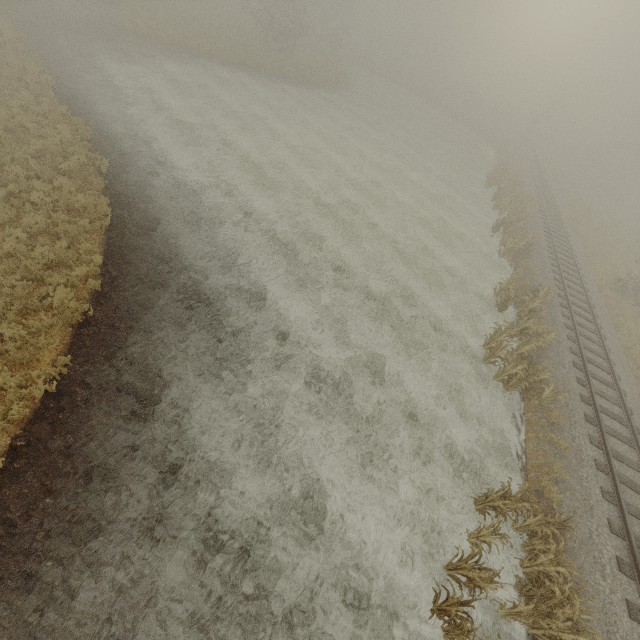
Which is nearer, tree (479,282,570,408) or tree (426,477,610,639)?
tree (426,477,610,639)

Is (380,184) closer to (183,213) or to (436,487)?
(183,213)

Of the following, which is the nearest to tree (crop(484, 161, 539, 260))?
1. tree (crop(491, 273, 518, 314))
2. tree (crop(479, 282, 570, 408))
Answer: tree (crop(491, 273, 518, 314))

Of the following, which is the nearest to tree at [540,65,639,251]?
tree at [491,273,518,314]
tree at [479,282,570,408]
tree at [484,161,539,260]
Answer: tree at [484,161,539,260]

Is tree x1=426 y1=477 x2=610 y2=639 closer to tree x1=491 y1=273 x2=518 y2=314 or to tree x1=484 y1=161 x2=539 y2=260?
tree x1=491 y1=273 x2=518 y2=314

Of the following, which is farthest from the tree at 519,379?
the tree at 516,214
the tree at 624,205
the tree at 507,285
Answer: the tree at 624,205

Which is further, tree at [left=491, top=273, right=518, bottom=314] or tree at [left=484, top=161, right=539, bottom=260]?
tree at [left=484, top=161, right=539, bottom=260]

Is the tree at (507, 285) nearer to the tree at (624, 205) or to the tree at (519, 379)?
the tree at (519, 379)
